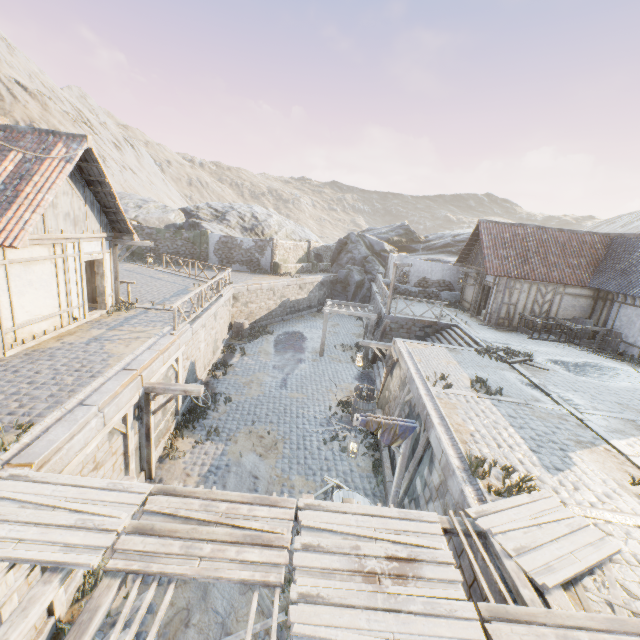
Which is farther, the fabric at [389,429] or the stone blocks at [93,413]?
the fabric at [389,429]

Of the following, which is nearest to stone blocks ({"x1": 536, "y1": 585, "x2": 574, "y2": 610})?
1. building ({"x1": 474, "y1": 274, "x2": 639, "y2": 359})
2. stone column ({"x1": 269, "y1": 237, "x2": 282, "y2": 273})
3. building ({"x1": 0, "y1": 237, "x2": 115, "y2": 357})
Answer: building ({"x1": 0, "y1": 237, "x2": 115, "y2": 357})

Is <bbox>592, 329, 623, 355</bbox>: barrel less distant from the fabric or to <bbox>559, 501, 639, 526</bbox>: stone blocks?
<bbox>559, 501, 639, 526</bbox>: stone blocks

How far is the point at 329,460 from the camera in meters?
10.9

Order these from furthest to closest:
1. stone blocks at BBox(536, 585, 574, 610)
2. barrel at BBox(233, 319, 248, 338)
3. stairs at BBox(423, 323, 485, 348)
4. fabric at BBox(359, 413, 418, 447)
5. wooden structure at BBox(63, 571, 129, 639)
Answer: barrel at BBox(233, 319, 248, 338)
stairs at BBox(423, 323, 485, 348)
fabric at BBox(359, 413, 418, 447)
stone blocks at BBox(536, 585, 574, 610)
wooden structure at BBox(63, 571, 129, 639)

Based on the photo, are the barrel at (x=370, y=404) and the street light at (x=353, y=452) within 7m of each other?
yes

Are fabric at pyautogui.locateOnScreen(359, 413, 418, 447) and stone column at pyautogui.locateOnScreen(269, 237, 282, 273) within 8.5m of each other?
no

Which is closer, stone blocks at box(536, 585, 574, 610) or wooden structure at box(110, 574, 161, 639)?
wooden structure at box(110, 574, 161, 639)
